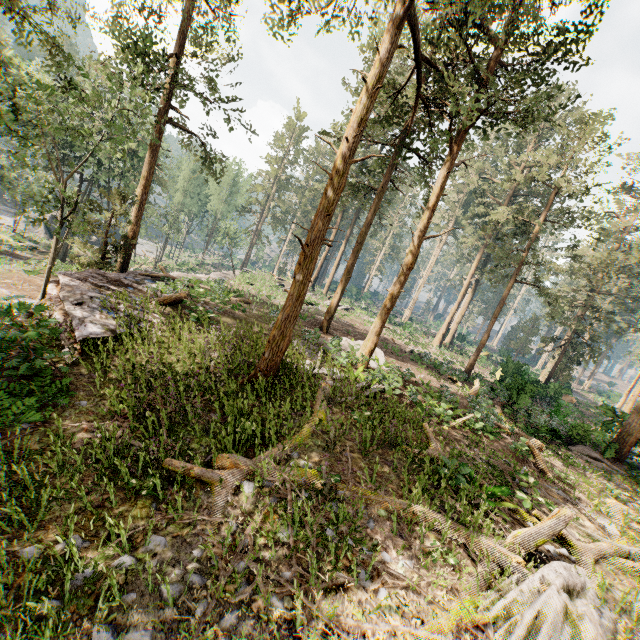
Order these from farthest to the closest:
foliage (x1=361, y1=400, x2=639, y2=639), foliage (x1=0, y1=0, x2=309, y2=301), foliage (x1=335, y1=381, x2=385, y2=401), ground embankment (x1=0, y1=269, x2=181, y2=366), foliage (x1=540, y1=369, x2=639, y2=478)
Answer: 1. foliage (x1=540, y1=369, x2=639, y2=478)
2. foliage (x1=0, y1=0, x2=309, y2=301)
3. foliage (x1=335, y1=381, x2=385, y2=401)
4. ground embankment (x1=0, y1=269, x2=181, y2=366)
5. foliage (x1=361, y1=400, x2=639, y2=639)

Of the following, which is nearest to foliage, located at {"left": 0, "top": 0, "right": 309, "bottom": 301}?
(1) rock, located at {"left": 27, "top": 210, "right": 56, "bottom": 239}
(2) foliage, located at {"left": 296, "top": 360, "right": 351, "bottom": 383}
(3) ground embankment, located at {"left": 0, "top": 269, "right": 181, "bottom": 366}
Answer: (3) ground embankment, located at {"left": 0, "top": 269, "right": 181, "bottom": 366}

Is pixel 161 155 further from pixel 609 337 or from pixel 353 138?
pixel 609 337

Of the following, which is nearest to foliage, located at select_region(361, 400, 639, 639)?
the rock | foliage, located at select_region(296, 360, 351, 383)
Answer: foliage, located at select_region(296, 360, 351, 383)

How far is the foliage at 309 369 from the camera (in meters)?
12.20

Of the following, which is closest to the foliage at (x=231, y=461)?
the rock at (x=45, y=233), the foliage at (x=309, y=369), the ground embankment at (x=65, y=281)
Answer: the ground embankment at (x=65, y=281)

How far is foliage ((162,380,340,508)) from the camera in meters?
6.2 m
